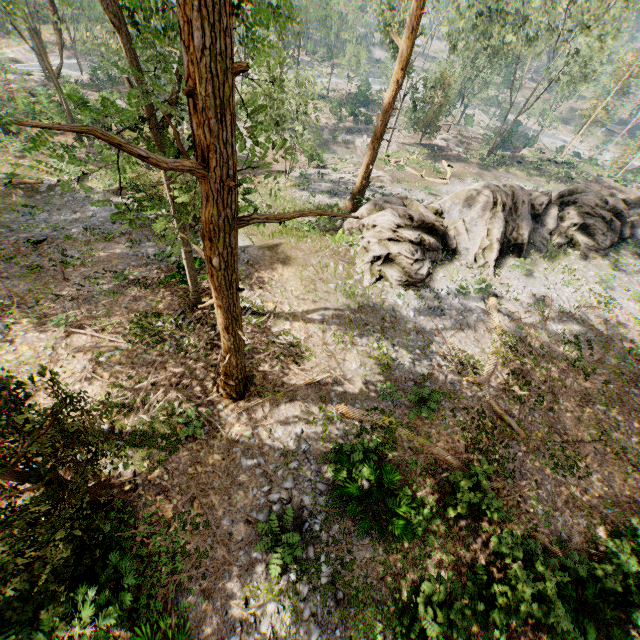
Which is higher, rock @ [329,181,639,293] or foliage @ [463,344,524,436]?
rock @ [329,181,639,293]

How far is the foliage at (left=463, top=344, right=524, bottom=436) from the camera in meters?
12.9 m

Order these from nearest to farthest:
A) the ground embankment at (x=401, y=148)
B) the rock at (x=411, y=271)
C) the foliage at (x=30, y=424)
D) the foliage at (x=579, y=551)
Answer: the foliage at (x=30, y=424) → the foliage at (x=579, y=551) → the rock at (x=411, y=271) → the ground embankment at (x=401, y=148)

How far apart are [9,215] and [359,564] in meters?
27.6 m

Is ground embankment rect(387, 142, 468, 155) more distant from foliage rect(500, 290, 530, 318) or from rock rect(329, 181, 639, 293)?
rock rect(329, 181, 639, 293)

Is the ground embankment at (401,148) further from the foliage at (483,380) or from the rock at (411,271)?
the rock at (411,271)

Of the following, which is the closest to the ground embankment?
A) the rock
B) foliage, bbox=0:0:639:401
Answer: foliage, bbox=0:0:639:401

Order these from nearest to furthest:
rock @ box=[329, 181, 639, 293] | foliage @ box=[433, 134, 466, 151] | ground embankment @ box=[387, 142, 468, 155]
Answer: rock @ box=[329, 181, 639, 293], ground embankment @ box=[387, 142, 468, 155], foliage @ box=[433, 134, 466, 151]
